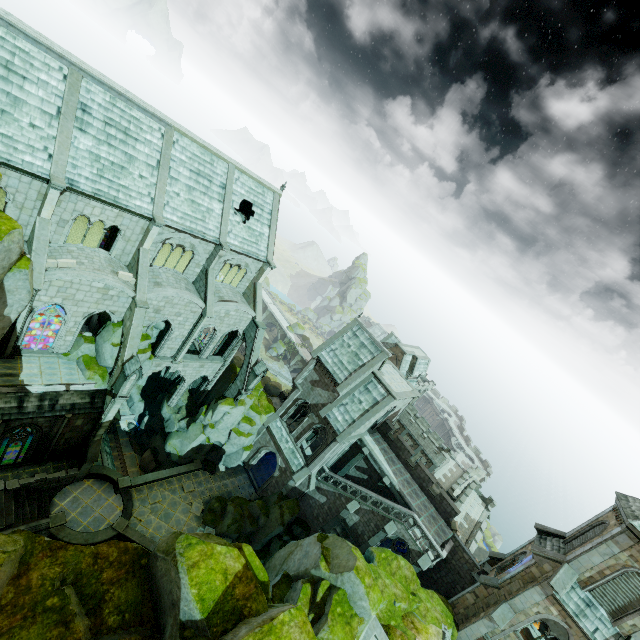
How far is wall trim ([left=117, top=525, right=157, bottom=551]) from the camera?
25.0m

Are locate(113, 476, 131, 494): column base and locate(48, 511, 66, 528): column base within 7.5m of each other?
yes

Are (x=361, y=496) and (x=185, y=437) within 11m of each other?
no

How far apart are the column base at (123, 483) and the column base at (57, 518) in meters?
3.7

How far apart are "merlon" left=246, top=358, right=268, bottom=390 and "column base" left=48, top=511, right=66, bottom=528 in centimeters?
1593cm

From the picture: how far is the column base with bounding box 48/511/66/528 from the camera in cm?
2242

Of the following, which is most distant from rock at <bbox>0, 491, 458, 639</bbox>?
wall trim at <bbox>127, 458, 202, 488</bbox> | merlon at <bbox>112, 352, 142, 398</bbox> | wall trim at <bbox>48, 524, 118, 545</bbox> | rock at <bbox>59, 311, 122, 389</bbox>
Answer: merlon at <bbox>112, 352, 142, 398</bbox>

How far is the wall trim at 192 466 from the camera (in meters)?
28.45
